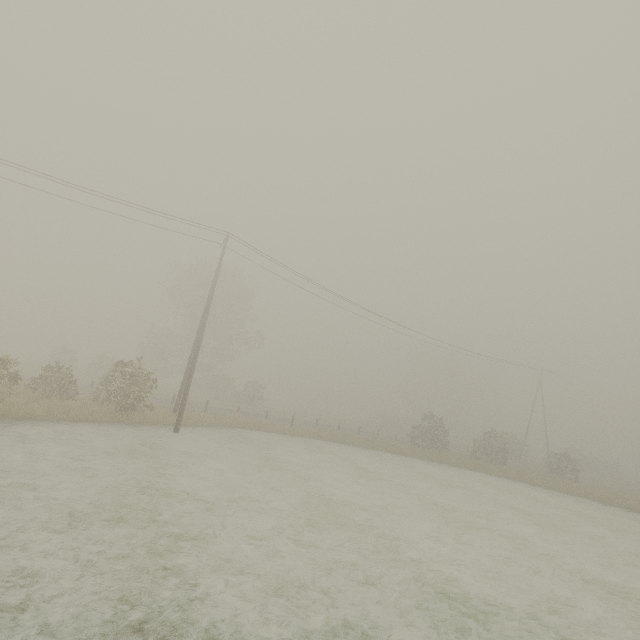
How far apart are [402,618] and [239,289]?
39.8m
